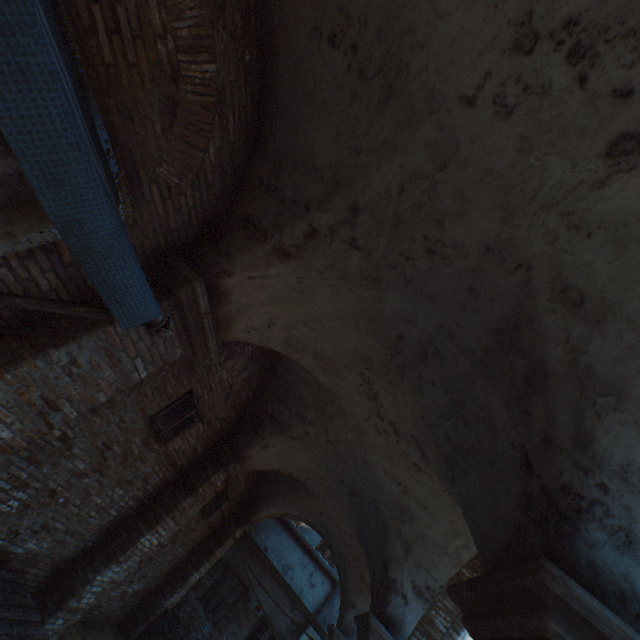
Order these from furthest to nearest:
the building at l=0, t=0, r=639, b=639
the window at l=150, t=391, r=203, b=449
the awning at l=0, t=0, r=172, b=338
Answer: the window at l=150, t=391, r=203, b=449 → the building at l=0, t=0, r=639, b=639 → the awning at l=0, t=0, r=172, b=338

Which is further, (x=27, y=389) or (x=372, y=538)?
(x=372, y=538)

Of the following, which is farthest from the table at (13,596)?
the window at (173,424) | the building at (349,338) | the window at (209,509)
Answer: the building at (349,338)

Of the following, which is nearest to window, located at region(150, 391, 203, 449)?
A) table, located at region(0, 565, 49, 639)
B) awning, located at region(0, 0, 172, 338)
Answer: table, located at region(0, 565, 49, 639)

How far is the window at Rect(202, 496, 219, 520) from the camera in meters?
8.7 m

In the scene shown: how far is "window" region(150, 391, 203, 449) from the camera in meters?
5.3 m

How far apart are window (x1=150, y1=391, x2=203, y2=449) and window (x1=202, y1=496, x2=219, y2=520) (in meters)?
3.97

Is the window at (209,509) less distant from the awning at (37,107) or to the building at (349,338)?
the awning at (37,107)
